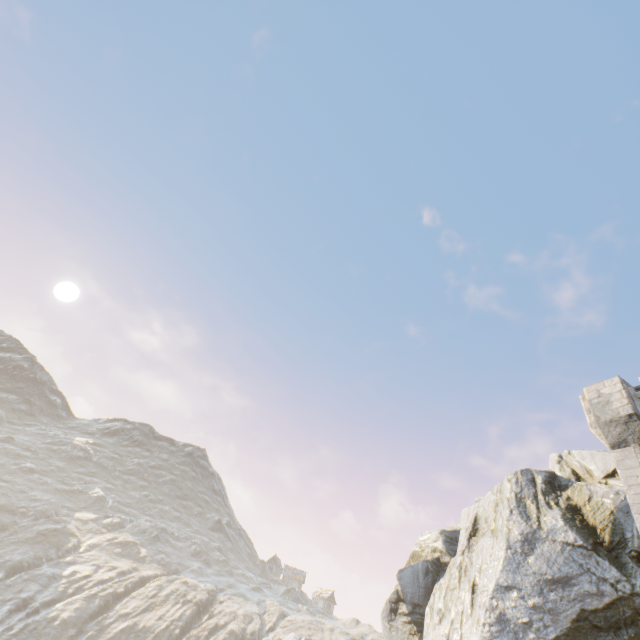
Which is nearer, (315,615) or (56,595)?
(56,595)
